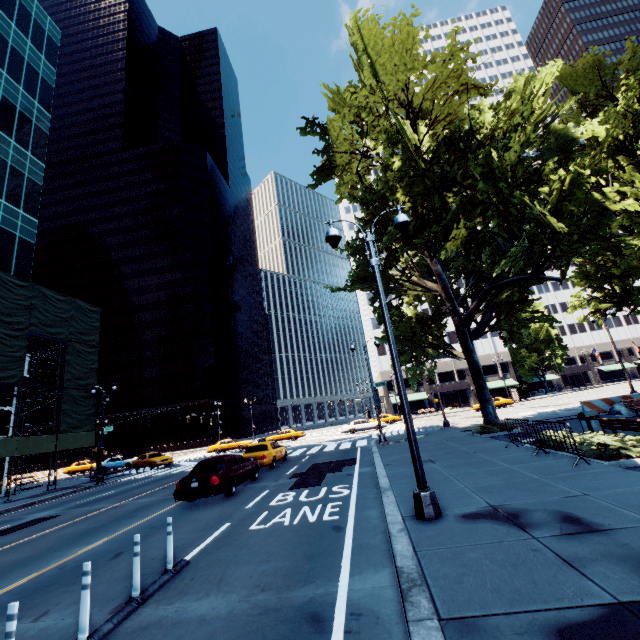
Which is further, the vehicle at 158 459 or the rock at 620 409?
the vehicle at 158 459

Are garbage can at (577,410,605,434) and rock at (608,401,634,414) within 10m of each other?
yes

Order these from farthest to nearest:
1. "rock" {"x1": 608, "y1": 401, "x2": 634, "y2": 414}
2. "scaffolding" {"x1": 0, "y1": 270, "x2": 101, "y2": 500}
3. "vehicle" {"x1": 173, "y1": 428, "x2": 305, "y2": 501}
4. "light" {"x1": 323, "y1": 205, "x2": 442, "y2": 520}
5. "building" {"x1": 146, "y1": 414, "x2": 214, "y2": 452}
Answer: "building" {"x1": 146, "y1": 414, "x2": 214, "y2": 452} < "scaffolding" {"x1": 0, "y1": 270, "x2": 101, "y2": 500} < "rock" {"x1": 608, "y1": 401, "x2": 634, "y2": 414} < "vehicle" {"x1": 173, "y1": 428, "x2": 305, "y2": 501} < "light" {"x1": 323, "y1": 205, "x2": 442, "y2": 520}

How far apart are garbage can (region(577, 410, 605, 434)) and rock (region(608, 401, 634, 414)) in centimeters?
688cm

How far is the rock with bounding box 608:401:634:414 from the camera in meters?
17.9 m

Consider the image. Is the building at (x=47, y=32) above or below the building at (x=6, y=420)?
above

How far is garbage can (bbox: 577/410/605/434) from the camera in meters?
13.0 m

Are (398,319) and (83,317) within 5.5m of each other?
no
